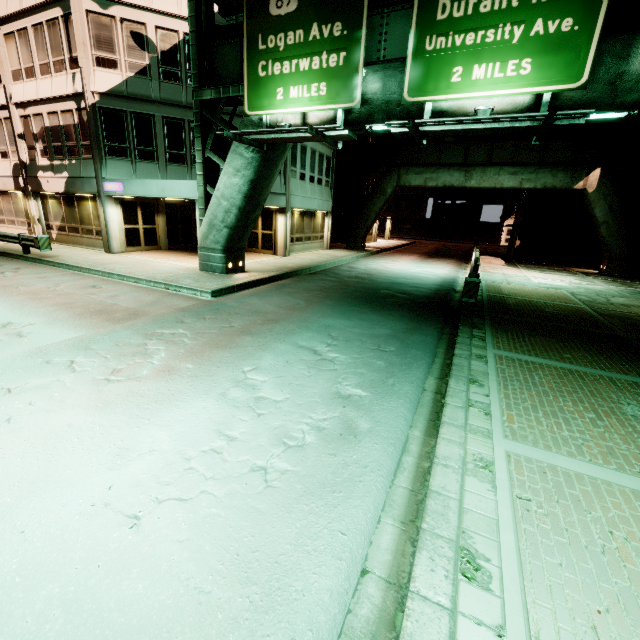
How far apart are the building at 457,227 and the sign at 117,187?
49.8m

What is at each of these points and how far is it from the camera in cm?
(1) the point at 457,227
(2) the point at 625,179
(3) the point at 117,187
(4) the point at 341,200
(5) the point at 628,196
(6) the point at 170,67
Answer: (1) building, 5416
(2) building, 2331
(3) sign, 1580
(4) building, 3250
(5) building, 2347
(6) building, 1588

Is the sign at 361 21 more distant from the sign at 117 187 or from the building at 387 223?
the building at 387 223

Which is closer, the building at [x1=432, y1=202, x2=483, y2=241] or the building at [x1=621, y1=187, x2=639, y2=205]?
the building at [x1=621, y1=187, x2=639, y2=205]

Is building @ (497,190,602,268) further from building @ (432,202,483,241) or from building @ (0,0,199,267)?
building @ (432,202,483,241)

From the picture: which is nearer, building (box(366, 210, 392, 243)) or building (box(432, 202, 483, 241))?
building (box(366, 210, 392, 243))

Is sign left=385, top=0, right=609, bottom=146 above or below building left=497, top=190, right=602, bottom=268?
above
